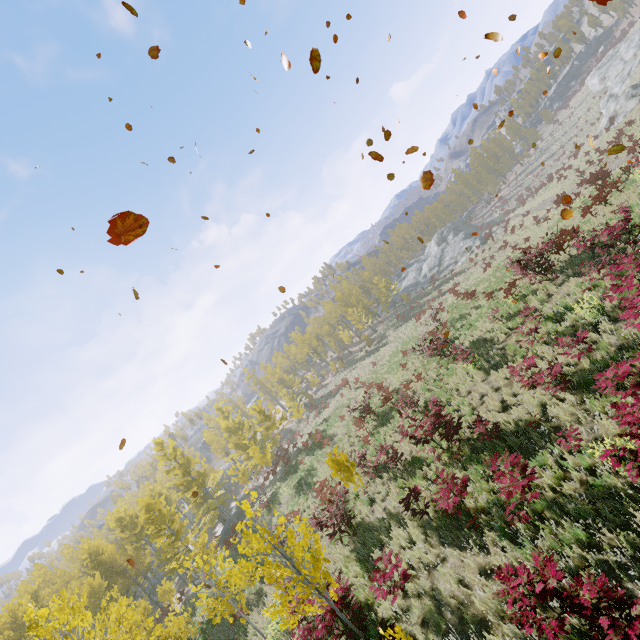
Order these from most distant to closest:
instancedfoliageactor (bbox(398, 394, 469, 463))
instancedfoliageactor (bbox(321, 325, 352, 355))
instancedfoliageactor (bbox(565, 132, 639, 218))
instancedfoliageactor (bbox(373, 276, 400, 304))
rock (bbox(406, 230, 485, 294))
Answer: instancedfoliageactor (bbox(373, 276, 400, 304)), instancedfoliageactor (bbox(321, 325, 352, 355)), rock (bbox(406, 230, 485, 294)), instancedfoliageactor (bbox(565, 132, 639, 218)), instancedfoliageactor (bbox(398, 394, 469, 463))

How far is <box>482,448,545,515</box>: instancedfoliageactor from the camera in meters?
6.4 m

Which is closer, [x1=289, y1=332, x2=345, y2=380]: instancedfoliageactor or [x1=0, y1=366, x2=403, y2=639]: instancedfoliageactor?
[x1=0, y1=366, x2=403, y2=639]: instancedfoliageactor

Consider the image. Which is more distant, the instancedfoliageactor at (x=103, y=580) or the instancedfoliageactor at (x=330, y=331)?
the instancedfoliageactor at (x=330, y=331)

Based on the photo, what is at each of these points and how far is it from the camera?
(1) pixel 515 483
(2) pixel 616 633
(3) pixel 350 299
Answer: (1) instancedfoliageactor, 6.6m
(2) instancedfoliageactor, 3.9m
(3) instancedfoliageactor, 58.2m

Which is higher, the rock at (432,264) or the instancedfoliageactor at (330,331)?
the instancedfoliageactor at (330,331)
